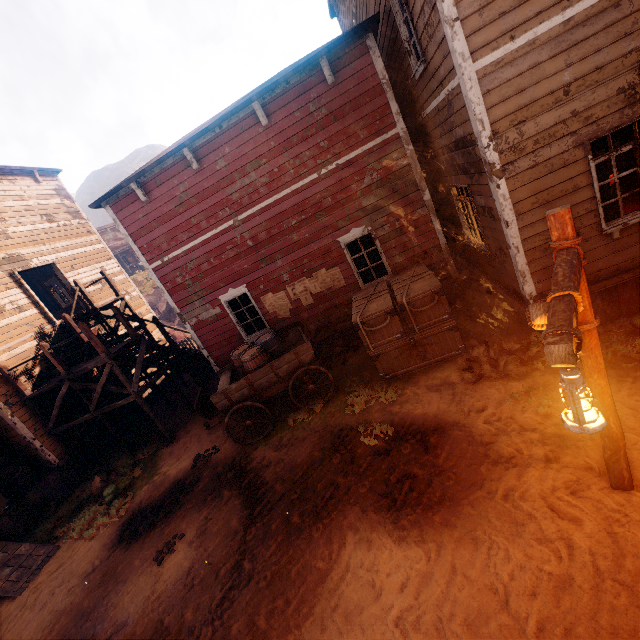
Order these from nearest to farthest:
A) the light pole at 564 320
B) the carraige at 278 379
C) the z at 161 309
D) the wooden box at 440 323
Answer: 1. the light pole at 564 320
2. the wooden box at 440 323
3. the carraige at 278 379
4. the z at 161 309

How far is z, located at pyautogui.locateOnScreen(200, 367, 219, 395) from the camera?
12.7 meters

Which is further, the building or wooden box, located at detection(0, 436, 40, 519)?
wooden box, located at detection(0, 436, 40, 519)

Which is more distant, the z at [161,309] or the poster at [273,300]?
the z at [161,309]

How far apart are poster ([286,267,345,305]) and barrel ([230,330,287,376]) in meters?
1.2 m

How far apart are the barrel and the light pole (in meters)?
6.09

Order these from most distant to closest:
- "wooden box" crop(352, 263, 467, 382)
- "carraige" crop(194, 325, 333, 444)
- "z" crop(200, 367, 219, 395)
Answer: "z" crop(200, 367, 219, 395) → "carraige" crop(194, 325, 333, 444) → "wooden box" crop(352, 263, 467, 382)

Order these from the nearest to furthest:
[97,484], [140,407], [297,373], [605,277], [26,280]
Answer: [605,277] < [297,373] < [97,484] < [140,407] < [26,280]
